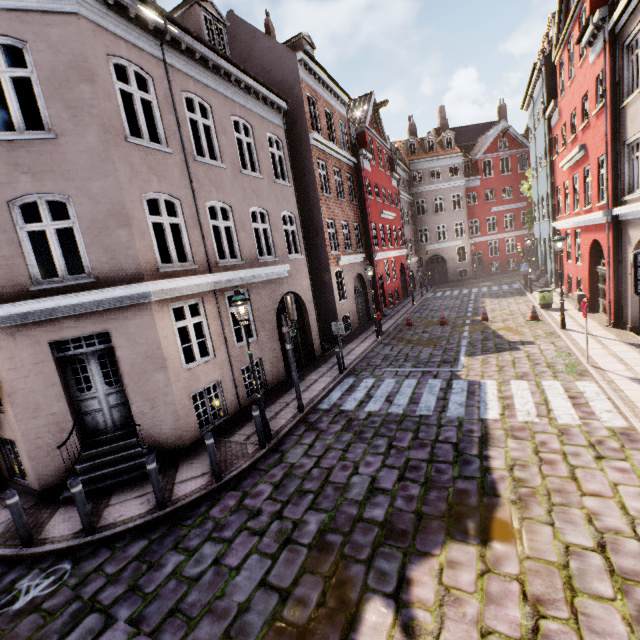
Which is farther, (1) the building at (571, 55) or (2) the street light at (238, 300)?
(2) the street light at (238, 300)

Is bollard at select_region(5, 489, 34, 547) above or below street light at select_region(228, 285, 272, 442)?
below

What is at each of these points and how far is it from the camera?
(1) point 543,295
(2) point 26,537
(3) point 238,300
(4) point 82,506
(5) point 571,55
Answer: (1) trash bin, 16.81m
(2) bollard, 5.85m
(3) street light, 7.45m
(4) bollard, 5.80m
(5) building, 15.23m

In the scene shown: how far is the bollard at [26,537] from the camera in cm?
571

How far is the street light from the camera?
7.50m

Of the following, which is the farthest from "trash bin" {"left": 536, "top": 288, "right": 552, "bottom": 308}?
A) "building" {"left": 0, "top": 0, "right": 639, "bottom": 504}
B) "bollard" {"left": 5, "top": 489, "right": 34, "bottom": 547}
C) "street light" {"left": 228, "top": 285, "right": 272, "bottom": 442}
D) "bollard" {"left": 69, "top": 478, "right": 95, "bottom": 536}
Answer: "bollard" {"left": 5, "top": 489, "right": 34, "bottom": 547}

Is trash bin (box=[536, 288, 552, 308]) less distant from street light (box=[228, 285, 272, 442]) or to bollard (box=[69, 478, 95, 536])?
street light (box=[228, 285, 272, 442])

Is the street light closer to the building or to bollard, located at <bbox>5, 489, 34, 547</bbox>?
the building
